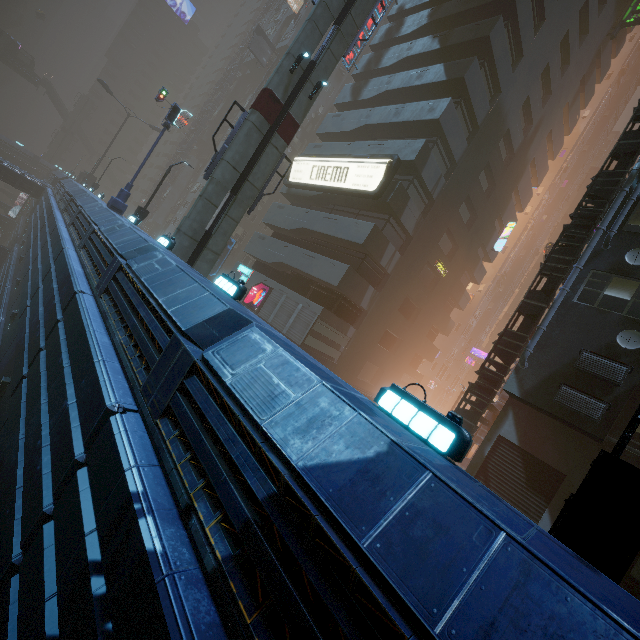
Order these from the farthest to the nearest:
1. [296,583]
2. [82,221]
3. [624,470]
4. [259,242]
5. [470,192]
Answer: [259,242], [470,192], [82,221], [624,470], [296,583]

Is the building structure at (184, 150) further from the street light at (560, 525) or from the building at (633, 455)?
the street light at (560, 525)

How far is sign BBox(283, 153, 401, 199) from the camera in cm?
1983

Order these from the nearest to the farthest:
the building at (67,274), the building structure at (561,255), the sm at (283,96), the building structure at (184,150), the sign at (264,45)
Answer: the building at (67,274) < the building structure at (561,255) < the sm at (283,96) < the sign at (264,45) < the building structure at (184,150)

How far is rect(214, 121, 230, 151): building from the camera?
49.2m

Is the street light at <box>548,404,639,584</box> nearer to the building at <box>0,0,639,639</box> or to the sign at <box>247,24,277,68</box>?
the building at <box>0,0,639,639</box>

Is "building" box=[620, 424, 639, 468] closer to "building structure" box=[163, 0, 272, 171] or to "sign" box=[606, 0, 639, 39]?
"building structure" box=[163, 0, 272, 171]

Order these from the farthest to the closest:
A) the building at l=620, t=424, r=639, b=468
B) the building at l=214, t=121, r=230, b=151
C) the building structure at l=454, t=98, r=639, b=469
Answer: the building at l=214, t=121, r=230, b=151 → the building structure at l=454, t=98, r=639, b=469 → the building at l=620, t=424, r=639, b=468
